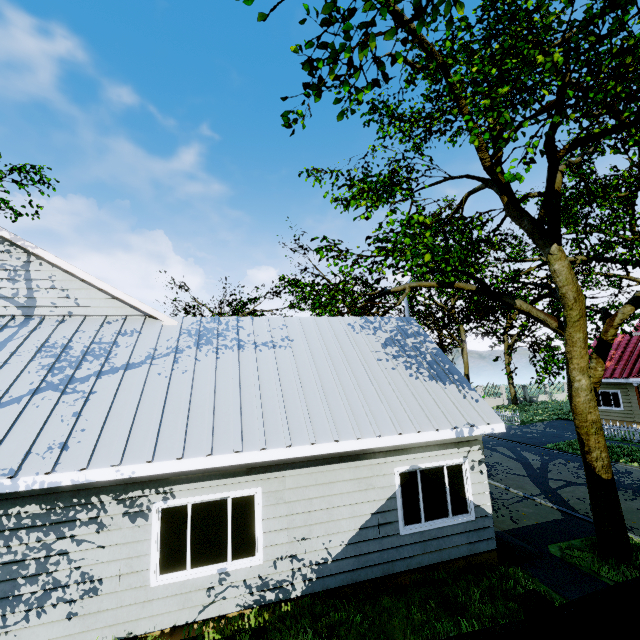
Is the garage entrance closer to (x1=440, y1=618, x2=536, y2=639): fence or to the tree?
the tree

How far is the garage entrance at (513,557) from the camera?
7.7m

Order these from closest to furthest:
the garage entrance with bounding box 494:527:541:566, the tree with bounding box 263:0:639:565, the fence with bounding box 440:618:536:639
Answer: the fence with bounding box 440:618:536:639 < the tree with bounding box 263:0:639:565 < the garage entrance with bounding box 494:527:541:566

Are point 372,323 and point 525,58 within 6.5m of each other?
no

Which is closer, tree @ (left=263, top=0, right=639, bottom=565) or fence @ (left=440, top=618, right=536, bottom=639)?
fence @ (left=440, top=618, right=536, bottom=639)

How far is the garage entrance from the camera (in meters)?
7.67

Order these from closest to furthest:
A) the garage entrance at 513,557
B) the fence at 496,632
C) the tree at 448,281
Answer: the fence at 496,632, the tree at 448,281, the garage entrance at 513,557
